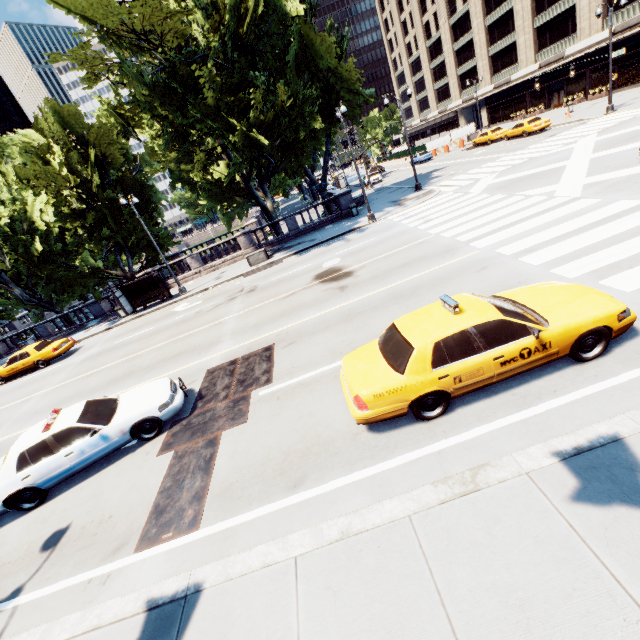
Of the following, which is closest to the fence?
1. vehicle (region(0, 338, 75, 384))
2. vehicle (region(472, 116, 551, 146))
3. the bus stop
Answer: vehicle (region(472, 116, 551, 146))

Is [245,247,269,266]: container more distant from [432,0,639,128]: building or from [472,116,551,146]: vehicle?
[432,0,639,128]: building

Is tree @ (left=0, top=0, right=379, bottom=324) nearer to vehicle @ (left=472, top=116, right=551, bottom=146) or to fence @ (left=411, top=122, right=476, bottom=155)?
fence @ (left=411, top=122, right=476, bottom=155)

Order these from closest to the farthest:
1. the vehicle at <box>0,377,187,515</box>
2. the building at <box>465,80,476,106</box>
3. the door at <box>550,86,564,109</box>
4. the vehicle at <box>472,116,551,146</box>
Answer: the vehicle at <box>0,377,187,515</box>, the vehicle at <box>472,116,551,146</box>, the door at <box>550,86,564,109</box>, the building at <box>465,80,476,106</box>

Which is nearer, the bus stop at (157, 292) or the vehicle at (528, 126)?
the bus stop at (157, 292)

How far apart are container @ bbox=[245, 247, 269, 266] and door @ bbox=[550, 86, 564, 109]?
46.2 meters

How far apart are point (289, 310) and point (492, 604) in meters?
11.1

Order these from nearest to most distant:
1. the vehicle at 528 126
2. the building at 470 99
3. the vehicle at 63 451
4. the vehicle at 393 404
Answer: the vehicle at 393 404
the vehicle at 63 451
the vehicle at 528 126
the building at 470 99
